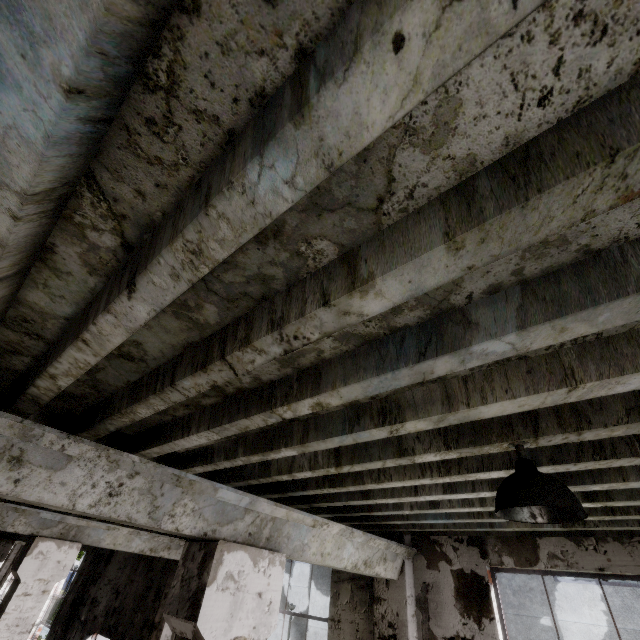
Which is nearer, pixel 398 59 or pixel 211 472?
pixel 398 59

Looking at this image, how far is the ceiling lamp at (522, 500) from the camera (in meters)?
1.62

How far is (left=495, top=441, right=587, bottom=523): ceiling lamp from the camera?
1.62m
